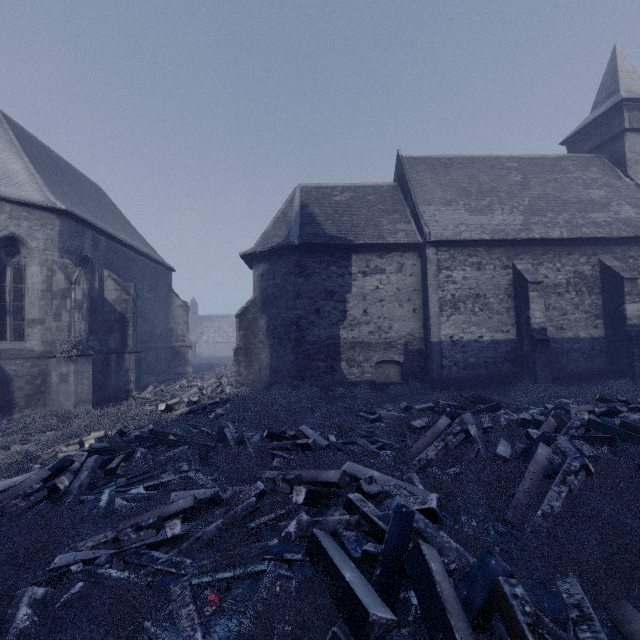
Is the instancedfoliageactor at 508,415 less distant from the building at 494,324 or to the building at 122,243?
the building at 122,243

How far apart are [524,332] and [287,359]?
11.0 meters

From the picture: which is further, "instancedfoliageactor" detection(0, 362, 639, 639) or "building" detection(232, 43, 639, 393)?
"building" detection(232, 43, 639, 393)

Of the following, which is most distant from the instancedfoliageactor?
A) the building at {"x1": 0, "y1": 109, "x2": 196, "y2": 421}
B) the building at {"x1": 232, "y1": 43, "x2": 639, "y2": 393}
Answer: the building at {"x1": 232, "y1": 43, "x2": 639, "y2": 393}

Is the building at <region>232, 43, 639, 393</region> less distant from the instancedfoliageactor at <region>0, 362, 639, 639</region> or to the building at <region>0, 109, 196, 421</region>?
the building at <region>0, 109, 196, 421</region>

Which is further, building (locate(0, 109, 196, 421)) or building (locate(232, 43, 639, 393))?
building (locate(232, 43, 639, 393))

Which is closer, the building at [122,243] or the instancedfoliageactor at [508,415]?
the instancedfoliageactor at [508,415]

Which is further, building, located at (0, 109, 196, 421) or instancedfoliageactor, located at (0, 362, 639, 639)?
building, located at (0, 109, 196, 421)
